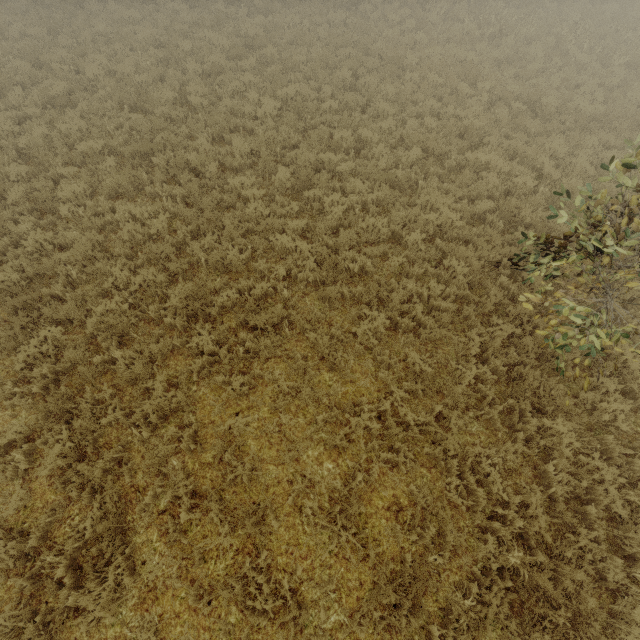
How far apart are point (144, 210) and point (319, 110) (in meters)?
6.16
